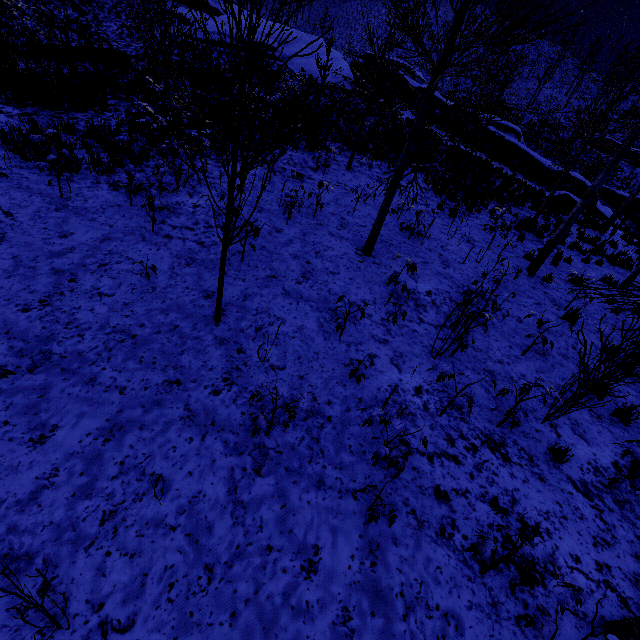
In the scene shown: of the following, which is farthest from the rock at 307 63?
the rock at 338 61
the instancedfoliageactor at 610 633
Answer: the instancedfoliageactor at 610 633

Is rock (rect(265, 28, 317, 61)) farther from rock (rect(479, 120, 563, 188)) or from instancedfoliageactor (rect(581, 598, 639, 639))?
instancedfoliageactor (rect(581, 598, 639, 639))

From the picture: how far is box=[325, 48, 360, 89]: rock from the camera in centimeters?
2595cm

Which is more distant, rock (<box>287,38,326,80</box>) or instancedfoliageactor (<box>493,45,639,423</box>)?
rock (<box>287,38,326,80</box>)

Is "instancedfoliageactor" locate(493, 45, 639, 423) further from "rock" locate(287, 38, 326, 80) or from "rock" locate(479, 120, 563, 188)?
"rock" locate(287, 38, 326, 80)

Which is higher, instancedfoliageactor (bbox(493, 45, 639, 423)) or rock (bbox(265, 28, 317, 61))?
rock (bbox(265, 28, 317, 61))

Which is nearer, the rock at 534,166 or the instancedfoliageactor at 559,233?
the instancedfoliageactor at 559,233

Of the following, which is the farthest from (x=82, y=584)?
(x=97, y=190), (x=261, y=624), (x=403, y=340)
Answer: (x=97, y=190)
